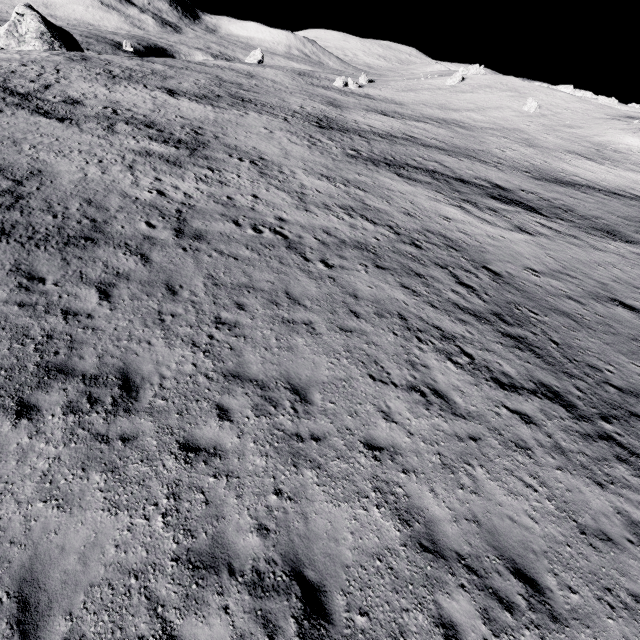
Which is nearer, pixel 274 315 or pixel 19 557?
pixel 19 557
